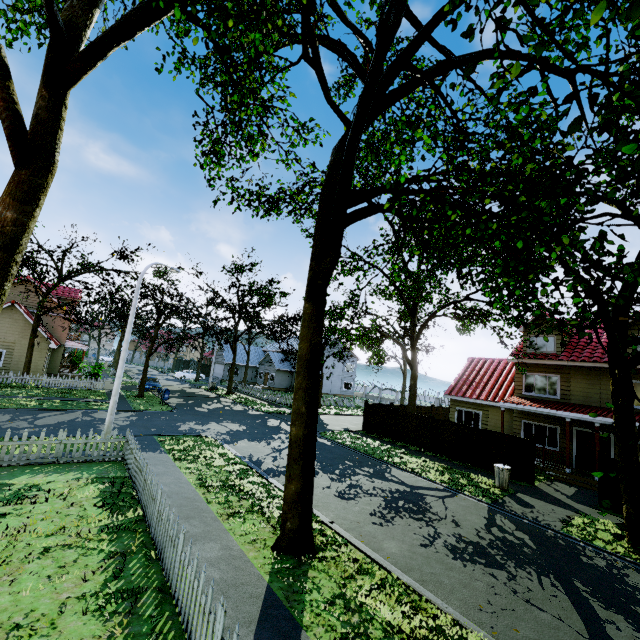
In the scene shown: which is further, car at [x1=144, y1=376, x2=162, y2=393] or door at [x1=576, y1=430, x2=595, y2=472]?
car at [x1=144, y1=376, x2=162, y2=393]

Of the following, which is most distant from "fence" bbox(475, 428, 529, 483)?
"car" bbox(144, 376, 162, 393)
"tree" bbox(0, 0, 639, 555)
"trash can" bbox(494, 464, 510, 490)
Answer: "car" bbox(144, 376, 162, 393)

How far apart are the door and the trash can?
6.88m

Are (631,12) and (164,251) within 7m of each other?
no

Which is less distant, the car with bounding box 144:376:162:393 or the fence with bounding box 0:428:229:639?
the fence with bounding box 0:428:229:639

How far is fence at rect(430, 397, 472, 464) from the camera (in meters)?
17.92

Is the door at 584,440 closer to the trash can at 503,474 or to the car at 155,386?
the trash can at 503,474

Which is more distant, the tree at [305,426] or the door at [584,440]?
the door at [584,440]
